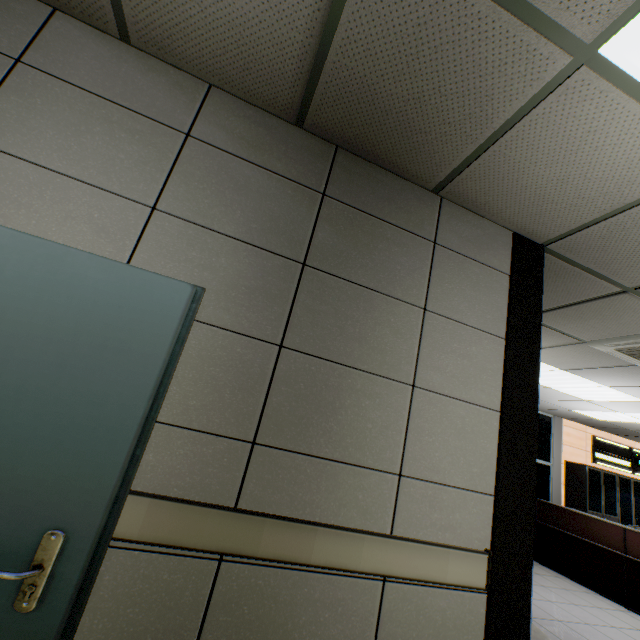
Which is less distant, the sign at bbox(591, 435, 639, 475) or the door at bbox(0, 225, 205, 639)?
the door at bbox(0, 225, 205, 639)

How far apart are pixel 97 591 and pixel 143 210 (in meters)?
1.64

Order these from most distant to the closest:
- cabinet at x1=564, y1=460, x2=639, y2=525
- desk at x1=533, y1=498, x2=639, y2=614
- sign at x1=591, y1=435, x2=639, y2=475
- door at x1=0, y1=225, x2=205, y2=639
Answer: sign at x1=591, y1=435, x2=639, y2=475 → cabinet at x1=564, y1=460, x2=639, y2=525 → desk at x1=533, y1=498, x2=639, y2=614 → door at x1=0, y1=225, x2=205, y2=639

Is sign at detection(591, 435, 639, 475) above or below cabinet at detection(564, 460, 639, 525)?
above

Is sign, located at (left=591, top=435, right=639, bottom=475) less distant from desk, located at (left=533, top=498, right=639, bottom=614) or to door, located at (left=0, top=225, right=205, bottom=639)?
desk, located at (left=533, top=498, right=639, bottom=614)

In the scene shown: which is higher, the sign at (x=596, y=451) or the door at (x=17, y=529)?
the sign at (x=596, y=451)

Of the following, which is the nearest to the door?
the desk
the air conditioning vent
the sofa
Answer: the sofa

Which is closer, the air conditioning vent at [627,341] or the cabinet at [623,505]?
the air conditioning vent at [627,341]
